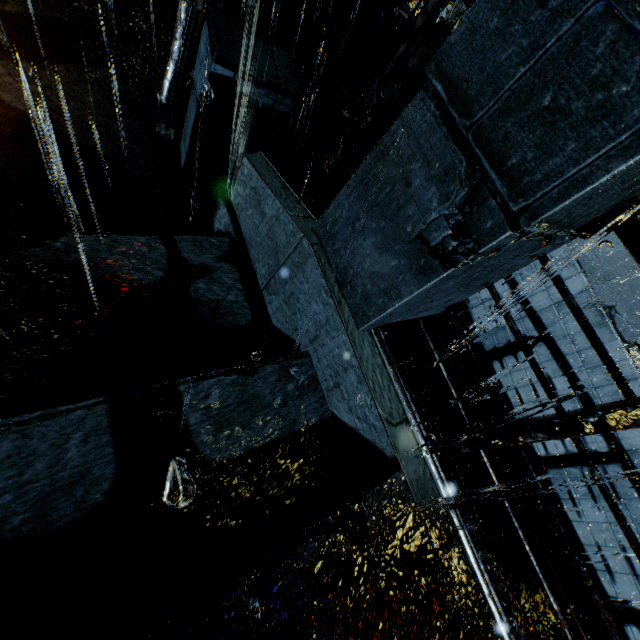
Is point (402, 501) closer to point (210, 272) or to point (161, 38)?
point (210, 272)

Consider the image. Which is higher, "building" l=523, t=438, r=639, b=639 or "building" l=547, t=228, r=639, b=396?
"building" l=547, t=228, r=639, b=396

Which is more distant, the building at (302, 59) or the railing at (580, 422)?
the building at (302, 59)

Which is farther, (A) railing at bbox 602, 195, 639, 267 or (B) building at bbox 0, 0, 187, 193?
(B) building at bbox 0, 0, 187, 193

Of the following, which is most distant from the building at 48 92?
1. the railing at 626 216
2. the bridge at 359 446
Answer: the railing at 626 216

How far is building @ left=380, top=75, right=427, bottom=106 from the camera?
8.9 meters

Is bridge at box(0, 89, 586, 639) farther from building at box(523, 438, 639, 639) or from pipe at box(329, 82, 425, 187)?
pipe at box(329, 82, 425, 187)
